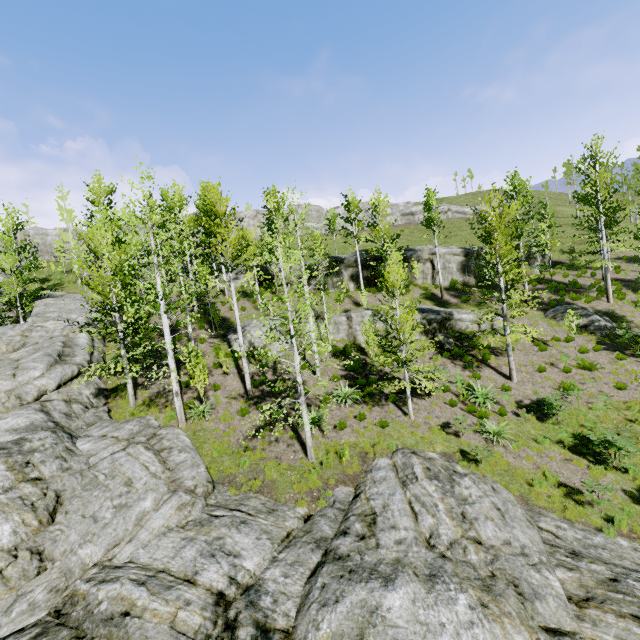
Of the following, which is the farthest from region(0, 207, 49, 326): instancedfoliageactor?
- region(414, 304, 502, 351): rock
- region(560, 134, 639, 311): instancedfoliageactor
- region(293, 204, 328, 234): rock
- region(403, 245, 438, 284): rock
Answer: region(403, 245, 438, 284): rock

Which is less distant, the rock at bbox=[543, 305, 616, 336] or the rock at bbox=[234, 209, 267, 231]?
the rock at bbox=[543, 305, 616, 336]

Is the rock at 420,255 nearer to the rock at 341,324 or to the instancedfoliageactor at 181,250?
the rock at 341,324

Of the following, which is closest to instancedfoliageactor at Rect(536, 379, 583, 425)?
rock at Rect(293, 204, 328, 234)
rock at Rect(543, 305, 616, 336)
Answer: rock at Rect(293, 204, 328, 234)

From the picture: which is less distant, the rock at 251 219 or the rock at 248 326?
the rock at 248 326

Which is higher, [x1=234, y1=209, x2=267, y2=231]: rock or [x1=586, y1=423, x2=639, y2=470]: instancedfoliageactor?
[x1=234, y1=209, x2=267, y2=231]: rock

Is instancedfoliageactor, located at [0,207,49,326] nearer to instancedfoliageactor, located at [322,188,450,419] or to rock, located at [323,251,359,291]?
instancedfoliageactor, located at [322,188,450,419]

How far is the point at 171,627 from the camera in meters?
5.9
